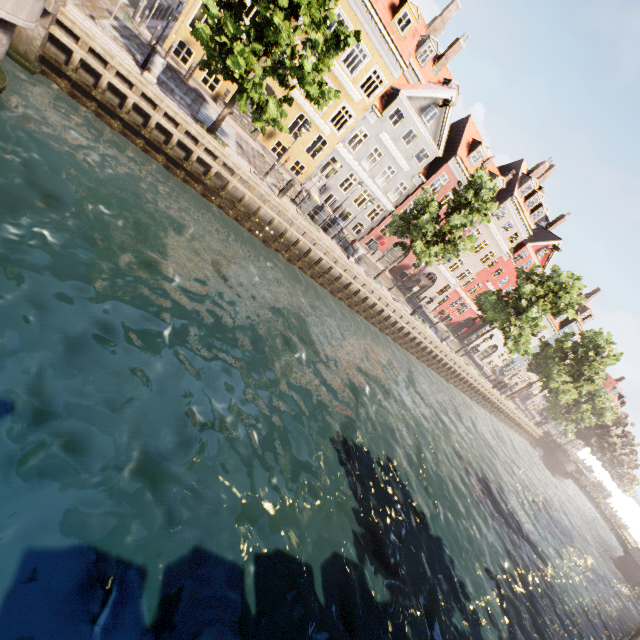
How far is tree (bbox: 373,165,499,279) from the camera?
19.84m

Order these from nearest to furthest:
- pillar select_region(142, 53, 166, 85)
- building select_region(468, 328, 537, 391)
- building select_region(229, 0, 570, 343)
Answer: pillar select_region(142, 53, 166, 85), building select_region(229, 0, 570, 343), building select_region(468, 328, 537, 391)

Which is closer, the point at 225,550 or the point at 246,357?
the point at 225,550

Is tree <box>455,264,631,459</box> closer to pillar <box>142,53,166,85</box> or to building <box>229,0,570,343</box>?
pillar <box>142,53,166,85</box>

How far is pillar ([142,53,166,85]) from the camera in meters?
13.4 m

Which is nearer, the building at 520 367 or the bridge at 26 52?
the bridge at 26 52

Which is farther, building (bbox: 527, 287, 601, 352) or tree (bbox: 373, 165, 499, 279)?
building (bbox: 527, 287, 601, 352)

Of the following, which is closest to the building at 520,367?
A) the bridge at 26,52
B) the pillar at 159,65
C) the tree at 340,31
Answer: the tree at 340,31
